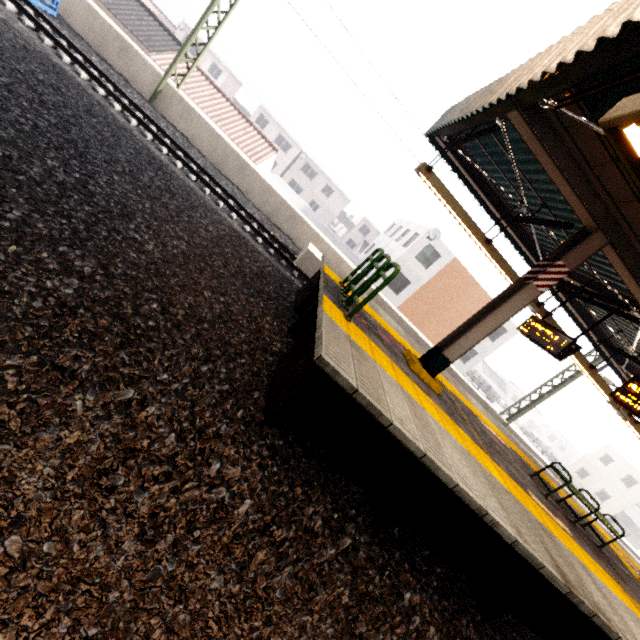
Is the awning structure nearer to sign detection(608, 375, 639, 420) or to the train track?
sign detection(608, 375, 639, 420)

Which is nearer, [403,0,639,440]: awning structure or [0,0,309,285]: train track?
[403,0,639,440]: awning structure

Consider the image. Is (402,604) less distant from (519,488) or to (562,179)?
(519,488)

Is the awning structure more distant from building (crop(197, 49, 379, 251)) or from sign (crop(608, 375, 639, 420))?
building (crop(197, 49, 379, 251))

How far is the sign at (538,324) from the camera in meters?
6.7 m

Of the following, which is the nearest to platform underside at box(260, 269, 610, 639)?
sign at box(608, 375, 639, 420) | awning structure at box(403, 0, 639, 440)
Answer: awning structure at box(403, 0, 639, 440)

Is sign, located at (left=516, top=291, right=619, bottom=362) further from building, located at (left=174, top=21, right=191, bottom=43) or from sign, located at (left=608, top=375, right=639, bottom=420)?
building, located at (left=174, top=21, right=191, bottom=43)

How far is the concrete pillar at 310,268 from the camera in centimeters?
1057cm
